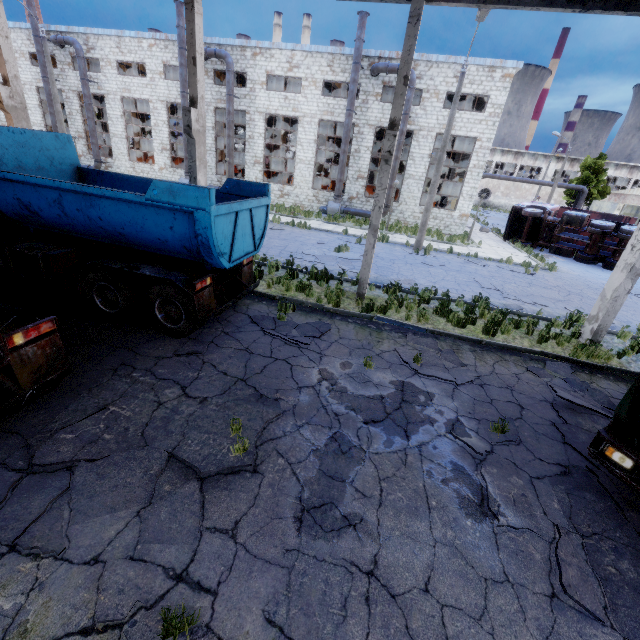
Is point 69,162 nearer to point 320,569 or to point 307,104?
point 320,569

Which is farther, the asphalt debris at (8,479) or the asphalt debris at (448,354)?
the asphalt debris at (448,354)

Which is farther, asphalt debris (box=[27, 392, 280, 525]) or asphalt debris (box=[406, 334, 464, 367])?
asphalt debris (box=[406, 334, 464, 367])

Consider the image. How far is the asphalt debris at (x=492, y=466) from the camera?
4.2 meters

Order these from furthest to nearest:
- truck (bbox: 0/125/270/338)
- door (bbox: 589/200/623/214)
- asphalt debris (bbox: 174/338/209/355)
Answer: door (bbox: 589/200/623/214)
asphalt debris (bbox: 174/338/209/355)
truck (bbox: 0/125/270/338)

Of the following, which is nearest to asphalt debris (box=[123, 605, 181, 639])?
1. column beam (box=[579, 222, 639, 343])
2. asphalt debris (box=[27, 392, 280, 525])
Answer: asphalt debris (box=[27, 392, 280, 525])

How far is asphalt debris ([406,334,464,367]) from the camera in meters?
7.6 m

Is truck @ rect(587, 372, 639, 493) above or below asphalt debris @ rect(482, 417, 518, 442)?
above
